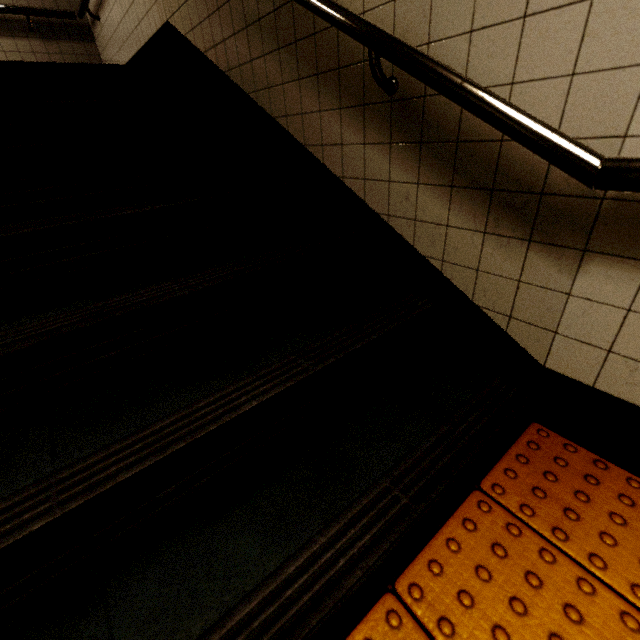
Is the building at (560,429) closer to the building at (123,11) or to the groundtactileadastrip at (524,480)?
the groundtactileadastrip at (524,480)

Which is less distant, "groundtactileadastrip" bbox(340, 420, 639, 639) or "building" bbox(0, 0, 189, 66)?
"groundtactileadastrip" bbox(340, 420, 639, 639)

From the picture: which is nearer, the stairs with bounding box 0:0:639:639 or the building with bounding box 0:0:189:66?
the stairs with bounding box 0:0:639:639

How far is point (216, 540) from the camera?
0.83m

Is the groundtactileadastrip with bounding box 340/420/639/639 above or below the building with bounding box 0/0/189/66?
below

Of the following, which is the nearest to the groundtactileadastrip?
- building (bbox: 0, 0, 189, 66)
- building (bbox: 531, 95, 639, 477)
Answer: building (bbox: 531, 95, 639, 477)

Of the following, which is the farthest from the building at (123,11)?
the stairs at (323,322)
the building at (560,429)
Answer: the building at (560,429)

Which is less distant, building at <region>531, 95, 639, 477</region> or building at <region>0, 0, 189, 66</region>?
building at <region>531, 95, 639, 477</region>
